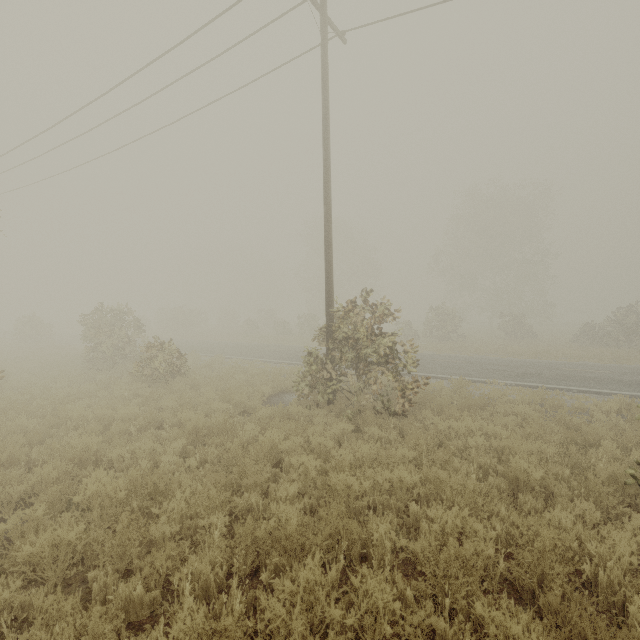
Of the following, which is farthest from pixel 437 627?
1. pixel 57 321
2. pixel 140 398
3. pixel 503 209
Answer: pixel 57 321
